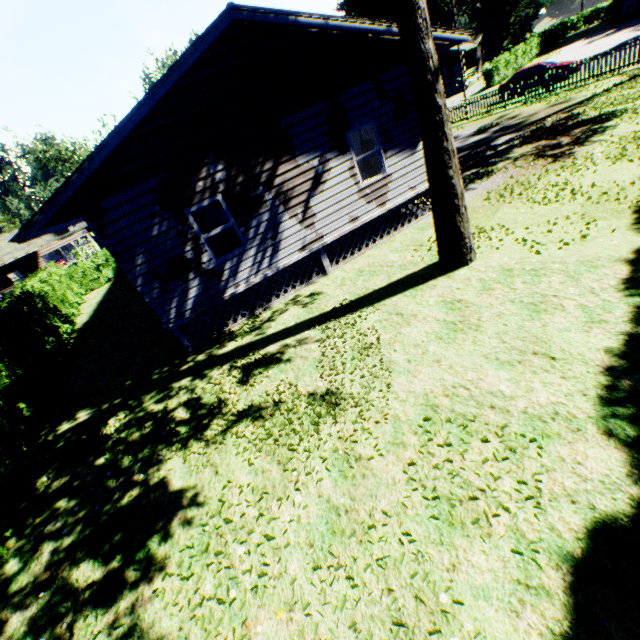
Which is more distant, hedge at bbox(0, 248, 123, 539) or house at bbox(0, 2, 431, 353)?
house at bbox(0, 2, 431, 353)

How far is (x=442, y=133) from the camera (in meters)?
6.41

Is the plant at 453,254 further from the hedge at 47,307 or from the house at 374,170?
the house at 374,170

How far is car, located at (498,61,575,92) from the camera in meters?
21.9

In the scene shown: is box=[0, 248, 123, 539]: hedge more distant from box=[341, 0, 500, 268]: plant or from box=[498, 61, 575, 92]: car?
box=[498, 61, 575, 92]: car

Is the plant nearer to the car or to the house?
the house

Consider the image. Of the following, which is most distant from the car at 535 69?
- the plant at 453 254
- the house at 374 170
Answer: the plant at 453 254

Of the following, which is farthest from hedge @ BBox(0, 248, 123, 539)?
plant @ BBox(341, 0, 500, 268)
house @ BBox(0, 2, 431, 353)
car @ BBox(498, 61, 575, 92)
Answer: car @ BBox(498, 61, 575, 92)
